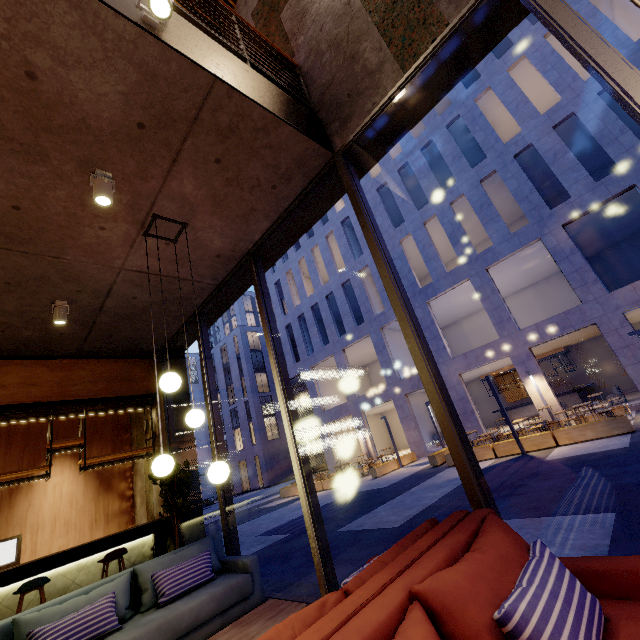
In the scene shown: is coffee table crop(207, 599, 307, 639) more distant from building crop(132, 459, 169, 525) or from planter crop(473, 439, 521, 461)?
planter crop(473, 439, 521, 461)

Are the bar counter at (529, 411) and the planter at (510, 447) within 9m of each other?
no

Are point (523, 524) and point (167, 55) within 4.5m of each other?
no

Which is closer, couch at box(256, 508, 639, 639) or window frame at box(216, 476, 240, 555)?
couch at box(256, 508, 639, 639)

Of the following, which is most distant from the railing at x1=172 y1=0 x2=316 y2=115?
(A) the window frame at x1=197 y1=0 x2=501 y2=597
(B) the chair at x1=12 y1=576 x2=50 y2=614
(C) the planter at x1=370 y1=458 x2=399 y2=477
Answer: (C) the planter at x1=370 y1=458 x2=399 y2=477

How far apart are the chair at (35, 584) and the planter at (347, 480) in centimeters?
1400cm

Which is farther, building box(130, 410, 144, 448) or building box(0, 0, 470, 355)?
building box(130, 410, 144, 448)

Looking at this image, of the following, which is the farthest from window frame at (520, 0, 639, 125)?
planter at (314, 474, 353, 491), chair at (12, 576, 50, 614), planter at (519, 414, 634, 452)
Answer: planter at (314, 474, 353, 491)
